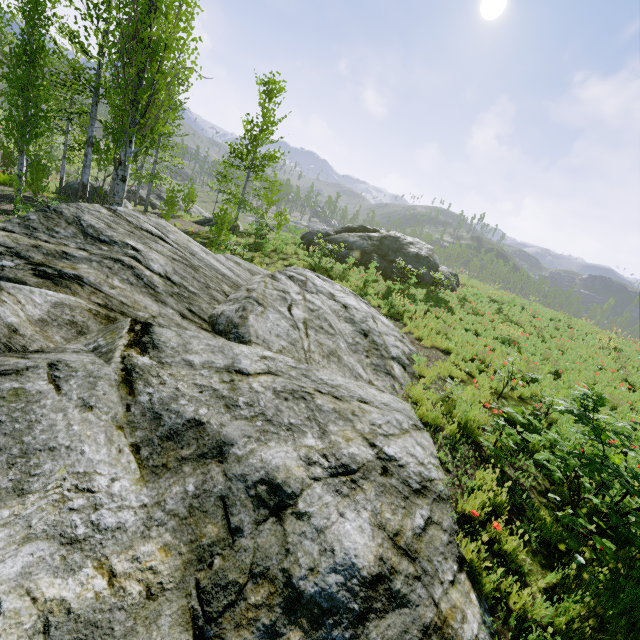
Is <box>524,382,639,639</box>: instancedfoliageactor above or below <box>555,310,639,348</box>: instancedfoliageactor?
below

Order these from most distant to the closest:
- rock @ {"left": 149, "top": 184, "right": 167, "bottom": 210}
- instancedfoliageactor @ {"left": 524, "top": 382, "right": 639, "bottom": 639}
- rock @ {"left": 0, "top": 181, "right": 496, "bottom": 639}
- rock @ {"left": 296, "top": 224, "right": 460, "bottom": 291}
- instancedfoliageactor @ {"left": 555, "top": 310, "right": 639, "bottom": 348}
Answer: rock @ {"left": 149, "top": 184, "right": 167, "bottom": 210}, rock @ {"left": 296, "top": 224, "right": 460, "bottom": 291}, instancedfoliageactor @ {"left": 555, "top": 310, "right": 639, "bottom": 348}, instancedfoliageactor @ {"left": 524, "top": 382, "right": 639, "bottom": 639}, rock @ {"left": 0, "top": 181, "right": 496, "bottom": 639}

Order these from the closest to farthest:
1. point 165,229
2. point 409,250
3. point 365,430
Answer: point 365,430, point 165,229, point 409,250

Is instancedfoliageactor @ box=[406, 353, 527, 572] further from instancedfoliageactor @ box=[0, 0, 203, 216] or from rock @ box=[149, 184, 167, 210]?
rock @ box=[149, 184, 167, 210]

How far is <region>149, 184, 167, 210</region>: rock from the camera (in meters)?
28.56

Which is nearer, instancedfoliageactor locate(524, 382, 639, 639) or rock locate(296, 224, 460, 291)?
instancedfoliageactor locate(524, 382, 639, 639)

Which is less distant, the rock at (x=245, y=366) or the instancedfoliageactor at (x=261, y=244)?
the rock at (x=245, y=366)

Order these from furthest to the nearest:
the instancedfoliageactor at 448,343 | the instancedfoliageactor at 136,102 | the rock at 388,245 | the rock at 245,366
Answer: the rock at 388,245 < the instancedfoliageactor at 448,343 < the instancedfoliageactor at 136,102 < the rock at 245,366
